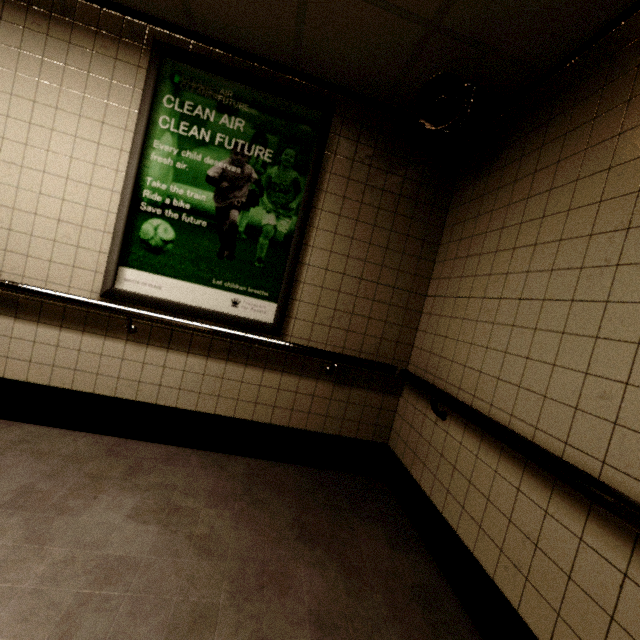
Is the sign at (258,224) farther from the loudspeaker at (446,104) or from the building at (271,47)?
the loudspeaker at (446,104)

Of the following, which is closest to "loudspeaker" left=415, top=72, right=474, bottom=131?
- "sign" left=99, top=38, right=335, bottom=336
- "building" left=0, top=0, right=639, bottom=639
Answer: "building" left=0, top=0, right=639, bottom=639

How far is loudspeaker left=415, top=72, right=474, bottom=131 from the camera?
1.9m

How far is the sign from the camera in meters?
2.2

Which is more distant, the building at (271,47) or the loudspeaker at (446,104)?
the loudspeaker at (446,104)

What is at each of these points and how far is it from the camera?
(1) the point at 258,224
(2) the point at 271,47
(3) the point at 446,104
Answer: (1) sign, 2.38m
(2) building, 2.20m
(3) loudspeaker, 1.95m

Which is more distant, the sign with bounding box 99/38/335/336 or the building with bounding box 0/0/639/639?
the sign with bounding box 99/38/335/336
